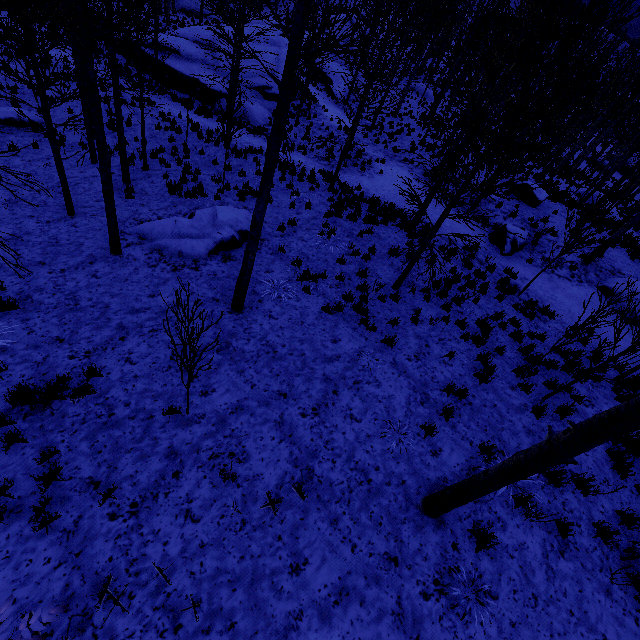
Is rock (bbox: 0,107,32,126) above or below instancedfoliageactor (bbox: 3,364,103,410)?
below

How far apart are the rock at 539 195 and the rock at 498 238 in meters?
3.6

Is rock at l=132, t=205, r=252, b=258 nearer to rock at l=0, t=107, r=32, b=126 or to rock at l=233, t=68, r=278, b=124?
rock at l=0, t=107, r=32, b=126

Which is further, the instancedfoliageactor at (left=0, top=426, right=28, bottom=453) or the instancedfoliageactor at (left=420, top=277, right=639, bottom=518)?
the instancedfoliageactor at (left=0, top=426, right=28, bottom=453)

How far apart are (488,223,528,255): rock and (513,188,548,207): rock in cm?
364

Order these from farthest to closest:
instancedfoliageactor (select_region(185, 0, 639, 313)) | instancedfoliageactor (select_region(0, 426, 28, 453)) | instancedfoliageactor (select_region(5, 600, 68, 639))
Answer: instancedfoliageactor (select_region(185, 0, 639, 313))
instancedfoliageactor (select_region(0, 426, 28, 453))
instancedfoliageactor (select_region(5, 600, 68, 639))

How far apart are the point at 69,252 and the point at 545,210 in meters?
20.2 m

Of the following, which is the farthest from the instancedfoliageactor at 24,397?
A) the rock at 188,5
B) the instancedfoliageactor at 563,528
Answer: the rock at 188,5
